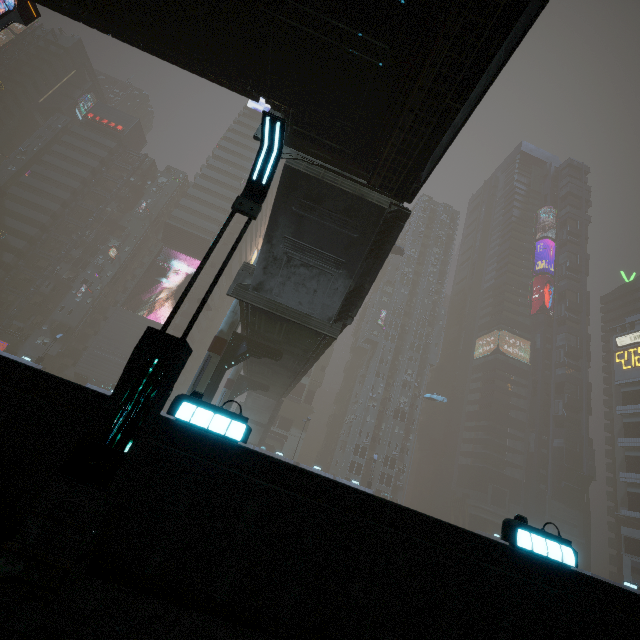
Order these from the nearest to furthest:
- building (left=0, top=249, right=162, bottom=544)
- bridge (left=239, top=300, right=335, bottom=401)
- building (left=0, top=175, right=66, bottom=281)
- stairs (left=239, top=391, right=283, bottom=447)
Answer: building (left=0, top=249, right=162, bottom=544), bridge (left=239, top=300, right=335, bottom=401), stairs (left=239, top=391, right=283, bottom=447), building (left=0, top=175, right=66, bottom=281)

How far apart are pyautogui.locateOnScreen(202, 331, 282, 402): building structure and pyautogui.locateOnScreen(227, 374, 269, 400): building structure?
13.3m

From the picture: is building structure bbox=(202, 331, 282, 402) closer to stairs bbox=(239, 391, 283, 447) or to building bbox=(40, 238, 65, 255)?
building bbox=(40, 238, 65, 255)

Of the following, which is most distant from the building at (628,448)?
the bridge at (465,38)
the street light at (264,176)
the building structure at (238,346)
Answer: the building structure at (238,346)

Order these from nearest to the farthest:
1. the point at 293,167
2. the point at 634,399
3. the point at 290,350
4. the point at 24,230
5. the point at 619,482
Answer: the point at 293,167, the point at 290,350, the point at 24,230, the point at 619,482, the point at 634,399

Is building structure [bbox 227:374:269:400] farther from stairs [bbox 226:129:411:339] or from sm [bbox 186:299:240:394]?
stairs [bbox 226:129:411:339]

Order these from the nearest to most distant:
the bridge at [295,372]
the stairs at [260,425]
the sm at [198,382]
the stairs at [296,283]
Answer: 1. the stairs at [296,283]
2. the bridge at [295,372]
3. the sm at [198,382]
4. the stairs at [260,425]

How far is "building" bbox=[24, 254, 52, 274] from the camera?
57.19m
